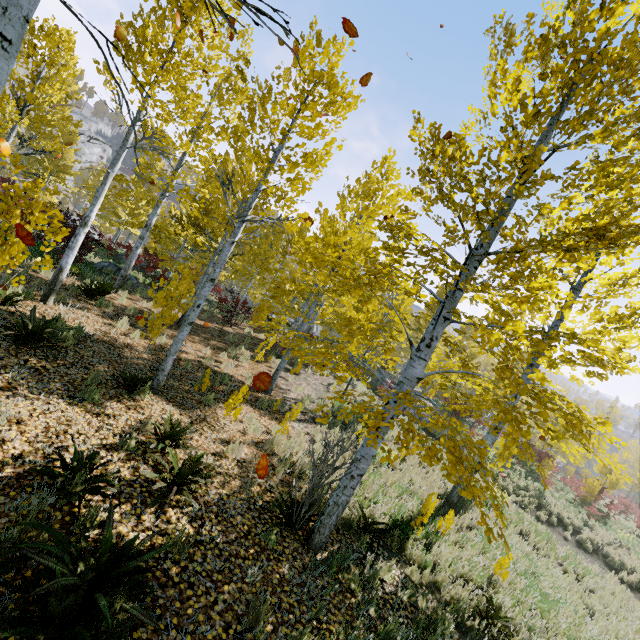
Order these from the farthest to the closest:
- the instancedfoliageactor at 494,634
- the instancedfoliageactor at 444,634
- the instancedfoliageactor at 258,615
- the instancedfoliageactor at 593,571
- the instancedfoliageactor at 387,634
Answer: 1. the instancedfoliageactor at 593,571
2. the instancedfoliageactor at 494,634
3. the instancedfoliageactor at 444,634
4. the instancedfoliageactor at 387,634
5. the instancedfoliageactor at 258,615

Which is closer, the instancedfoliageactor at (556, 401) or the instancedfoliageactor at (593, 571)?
the instancedfoliageactor at (556, 401)

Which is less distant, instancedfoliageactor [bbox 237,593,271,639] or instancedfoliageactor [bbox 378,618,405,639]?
instancedfoliageactor [bbox 237,593,271,639]

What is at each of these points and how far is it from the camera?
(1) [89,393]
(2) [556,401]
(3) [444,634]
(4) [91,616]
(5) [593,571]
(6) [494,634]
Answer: (1) instancedfoliageactor, 5.48m
(2) instancedfoliageactor, 7.13m
(3) instancedfoliageactor, 4.70m
(4) instancedfoliageactor, 2.62m
(5) instancedfoliageactor, 10.33m
(6) instancedfoliageactor, 5.12m

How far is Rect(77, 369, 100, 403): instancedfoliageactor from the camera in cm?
544
